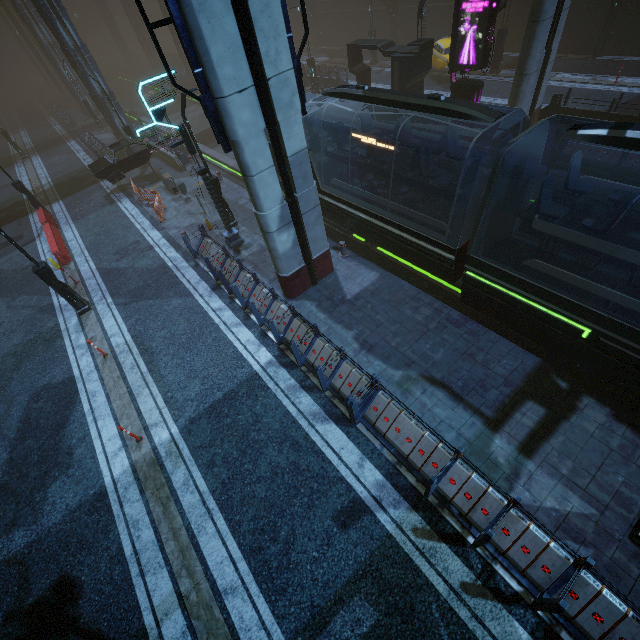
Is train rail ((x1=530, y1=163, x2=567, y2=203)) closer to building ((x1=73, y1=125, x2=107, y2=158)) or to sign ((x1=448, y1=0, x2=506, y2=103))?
building ((x1=73, y1=125, x2=107, y2=158))

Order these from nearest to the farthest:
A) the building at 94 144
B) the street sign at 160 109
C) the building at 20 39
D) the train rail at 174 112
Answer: the street sign at 160 109 < the building at 94 144 < the train rail at 174 112 < the building at 20 39

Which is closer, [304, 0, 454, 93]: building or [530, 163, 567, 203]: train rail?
[530, 163, 567, 203]: train rail

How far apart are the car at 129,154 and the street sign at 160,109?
10.9m

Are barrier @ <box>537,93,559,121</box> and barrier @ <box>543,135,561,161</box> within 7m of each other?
yes

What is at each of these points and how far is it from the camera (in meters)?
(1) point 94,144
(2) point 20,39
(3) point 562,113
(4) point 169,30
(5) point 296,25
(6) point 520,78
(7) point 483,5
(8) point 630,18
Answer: (1) building, 27.88
(2) building, 49.12
(3) building, 16.59
(4) building, 38.97
(5) building, 40.62
(6) sm, 14.34
(7) sign, 14.45
(8) building, 19.92

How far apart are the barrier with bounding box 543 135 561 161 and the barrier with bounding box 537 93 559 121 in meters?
2.9

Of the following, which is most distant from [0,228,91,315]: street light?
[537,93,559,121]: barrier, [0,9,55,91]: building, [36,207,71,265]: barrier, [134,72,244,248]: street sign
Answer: [0,9,55,91]: building
